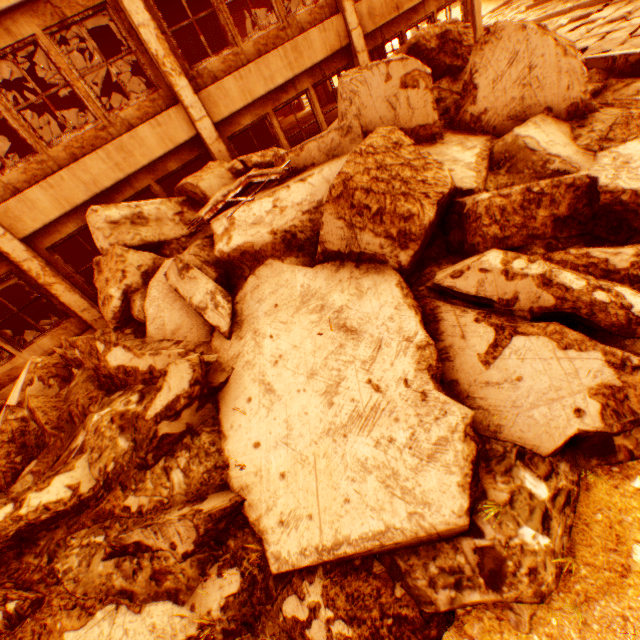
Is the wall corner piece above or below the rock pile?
above

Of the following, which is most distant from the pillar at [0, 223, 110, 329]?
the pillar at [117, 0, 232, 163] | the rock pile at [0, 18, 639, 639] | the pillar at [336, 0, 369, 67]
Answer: the pillar at [336, 0, 369, 67]

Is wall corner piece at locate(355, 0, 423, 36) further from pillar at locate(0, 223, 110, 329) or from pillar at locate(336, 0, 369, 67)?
pillar at locate(0, 223, 110, 329)

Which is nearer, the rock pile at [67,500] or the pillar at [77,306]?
A: the rock pile at [67,500]

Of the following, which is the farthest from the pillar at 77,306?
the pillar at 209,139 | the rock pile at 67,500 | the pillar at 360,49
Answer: the pillar at 360,49

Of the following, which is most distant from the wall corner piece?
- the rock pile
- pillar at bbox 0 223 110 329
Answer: pillar at bbox 0 223 110 329

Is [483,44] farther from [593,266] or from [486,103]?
[593,266]

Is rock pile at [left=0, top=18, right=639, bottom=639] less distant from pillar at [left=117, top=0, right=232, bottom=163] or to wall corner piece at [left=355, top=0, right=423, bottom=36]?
pillar at [left=117, top=0, right=232, bottom=163]
